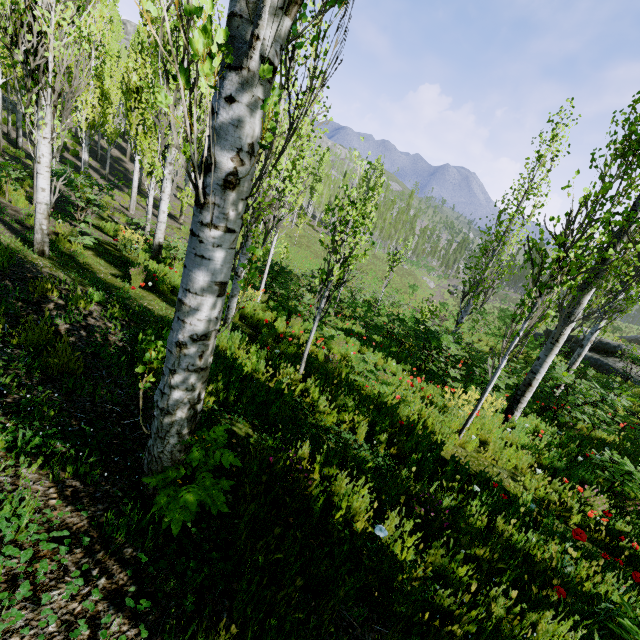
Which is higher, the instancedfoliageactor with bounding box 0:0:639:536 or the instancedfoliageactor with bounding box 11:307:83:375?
the instancedfoliageactor with bounding box 0:0:639:536

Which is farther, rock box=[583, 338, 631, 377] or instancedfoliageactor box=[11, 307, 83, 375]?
rock box=[583, 338, 631, 377]

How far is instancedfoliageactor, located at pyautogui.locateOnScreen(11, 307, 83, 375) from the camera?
3.3m

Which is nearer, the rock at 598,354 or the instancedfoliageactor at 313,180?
the instancedfoliageactor at 313,180

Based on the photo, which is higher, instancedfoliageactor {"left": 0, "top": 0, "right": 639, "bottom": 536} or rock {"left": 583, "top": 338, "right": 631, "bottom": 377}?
instancedfoliageactor {"left": 0, "top": 0, "right": 639, "bottom": 536}

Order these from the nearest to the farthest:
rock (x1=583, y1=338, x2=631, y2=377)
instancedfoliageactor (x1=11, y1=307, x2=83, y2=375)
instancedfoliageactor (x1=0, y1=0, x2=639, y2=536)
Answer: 1. instancedfoliageactor (x1=0, y1=0, x2=639, y2=536)
2. instancedfoliageactor (x1=11, y1=307, x2=83, y2=375)
3. rock (x1=583, y1=338, x2=631, y2=377)

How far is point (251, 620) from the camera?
1.7 meters

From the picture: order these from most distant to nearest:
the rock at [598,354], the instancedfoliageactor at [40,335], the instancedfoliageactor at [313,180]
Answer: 1. the rock at [598,354]
2. the instancedfoliageactor at [40,335]
3. the instancedfoliageactor at [313,180]
